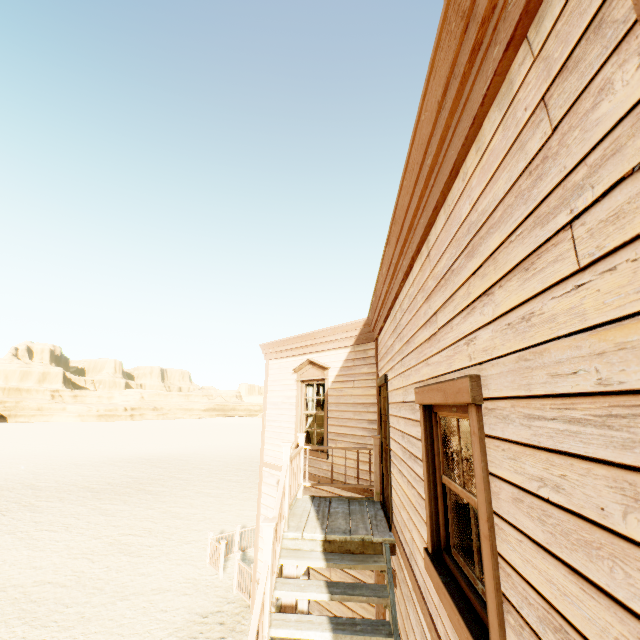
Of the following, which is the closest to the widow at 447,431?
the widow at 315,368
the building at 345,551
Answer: the building at 345,551

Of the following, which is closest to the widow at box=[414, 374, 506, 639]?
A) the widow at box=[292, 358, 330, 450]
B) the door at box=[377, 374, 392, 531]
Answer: the door at box=[377, 374, 392, 531]

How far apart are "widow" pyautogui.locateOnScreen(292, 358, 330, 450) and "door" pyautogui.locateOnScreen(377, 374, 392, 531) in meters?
1.8

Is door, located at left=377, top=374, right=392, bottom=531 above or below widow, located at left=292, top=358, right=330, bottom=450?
below

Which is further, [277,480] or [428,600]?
[277,480]

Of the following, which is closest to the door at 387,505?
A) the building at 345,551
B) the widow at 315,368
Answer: the building at 345,551

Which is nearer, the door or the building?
the building

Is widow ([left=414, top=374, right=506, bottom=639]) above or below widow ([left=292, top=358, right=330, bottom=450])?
below
